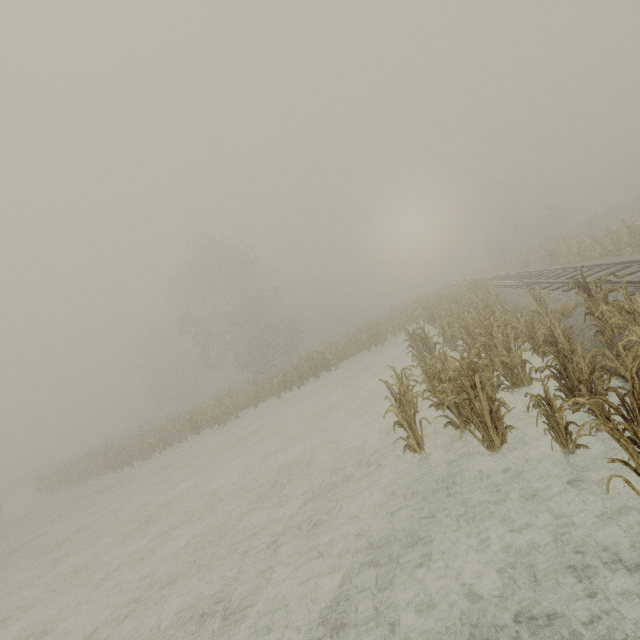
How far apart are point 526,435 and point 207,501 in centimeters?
919cm
